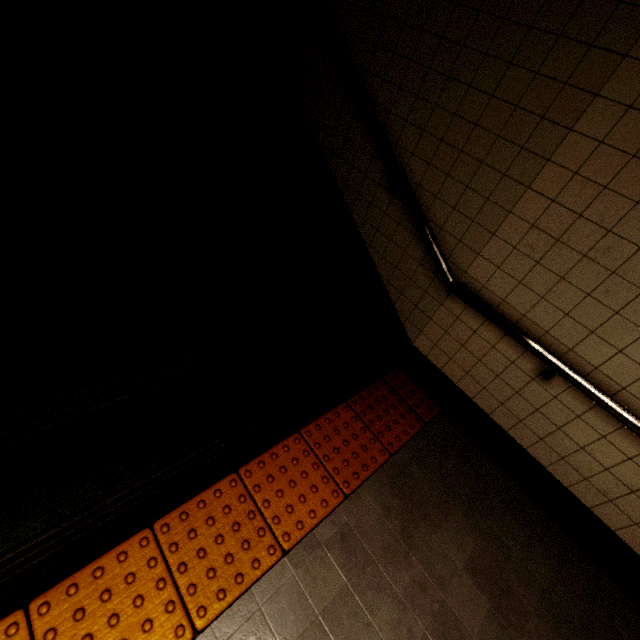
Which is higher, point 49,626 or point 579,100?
point 579,100

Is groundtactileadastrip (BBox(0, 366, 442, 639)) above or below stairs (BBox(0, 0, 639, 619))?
below

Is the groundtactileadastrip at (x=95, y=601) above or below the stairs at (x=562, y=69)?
below
